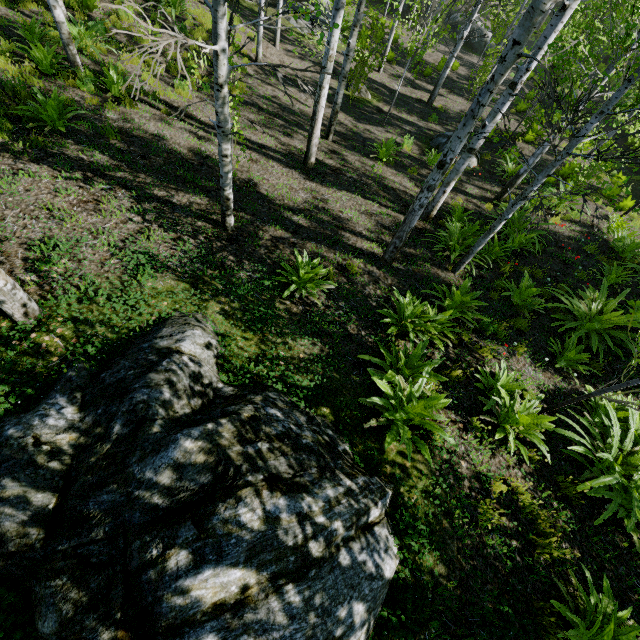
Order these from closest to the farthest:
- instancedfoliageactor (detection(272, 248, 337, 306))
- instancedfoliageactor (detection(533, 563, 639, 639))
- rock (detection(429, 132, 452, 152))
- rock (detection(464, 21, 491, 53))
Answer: instancedfoliageactor (detection(533, 563, 639, 639)), instancedfoliageactor (detection(272, 248, 337, 306)), rock (detection(429, 132, 452, 152)), rock (detection(464, 21, 491, 53))

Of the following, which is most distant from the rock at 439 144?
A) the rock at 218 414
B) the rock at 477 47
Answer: the rock at 477 47

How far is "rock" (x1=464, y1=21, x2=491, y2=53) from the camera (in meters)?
22.50

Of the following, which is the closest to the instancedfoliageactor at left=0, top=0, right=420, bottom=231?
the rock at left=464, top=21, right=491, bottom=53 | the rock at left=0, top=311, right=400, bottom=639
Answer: the rock at left=0, top=311, right=400, bottom=639

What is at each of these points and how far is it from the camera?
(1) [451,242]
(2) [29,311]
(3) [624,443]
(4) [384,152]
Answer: (1) instancedfoliageactor, 6.71m
(2) instancedfoliageactor, 3.31m
(3) instancedfoliageactor, 4.47m
(4) instancedfoliageactor, 10.02m

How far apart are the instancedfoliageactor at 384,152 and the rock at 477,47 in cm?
1975

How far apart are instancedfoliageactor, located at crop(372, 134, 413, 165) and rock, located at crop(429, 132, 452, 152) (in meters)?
2.59

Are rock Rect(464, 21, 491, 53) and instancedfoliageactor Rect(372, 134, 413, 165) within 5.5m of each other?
no
